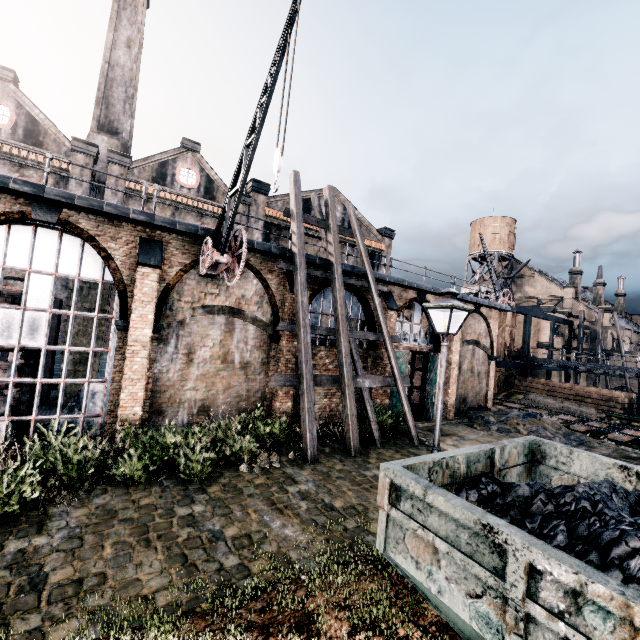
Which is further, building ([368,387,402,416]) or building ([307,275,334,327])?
building ([368,387,402,416])

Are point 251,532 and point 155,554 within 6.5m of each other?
yes

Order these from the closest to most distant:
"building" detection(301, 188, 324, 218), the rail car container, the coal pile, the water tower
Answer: the rail car container
the coal pile
"building" detection(301, 188, 324, 218)
the water tower

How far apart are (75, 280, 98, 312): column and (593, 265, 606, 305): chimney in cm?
7562

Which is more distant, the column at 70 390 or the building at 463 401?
the building at 463 401

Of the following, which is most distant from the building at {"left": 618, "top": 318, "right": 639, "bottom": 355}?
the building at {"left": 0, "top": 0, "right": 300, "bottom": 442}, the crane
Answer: the crane

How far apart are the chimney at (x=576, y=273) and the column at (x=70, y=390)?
64.39m

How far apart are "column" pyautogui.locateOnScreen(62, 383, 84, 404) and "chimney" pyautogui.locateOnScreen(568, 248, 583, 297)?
64.39m
